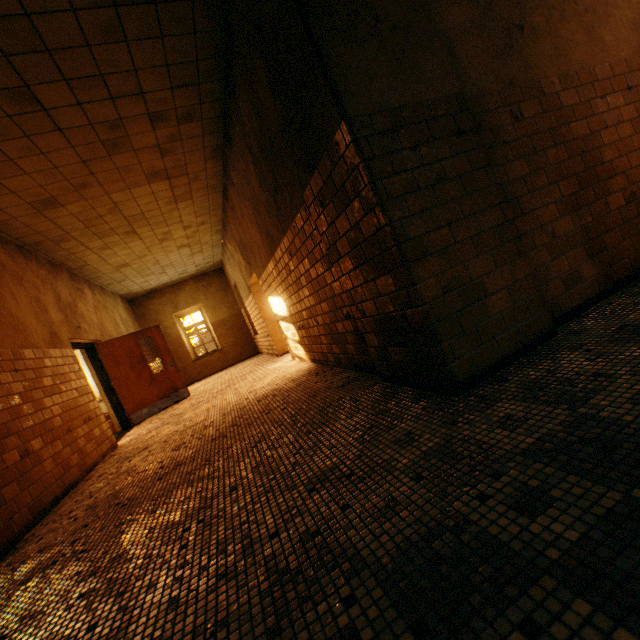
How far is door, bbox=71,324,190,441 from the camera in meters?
7.5

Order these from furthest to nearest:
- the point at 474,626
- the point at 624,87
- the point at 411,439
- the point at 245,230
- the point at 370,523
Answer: the point at 245,230
the point at 624,87
the point at 411,439
the point at 370,523
the point at 474,626

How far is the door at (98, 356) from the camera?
7.5m
